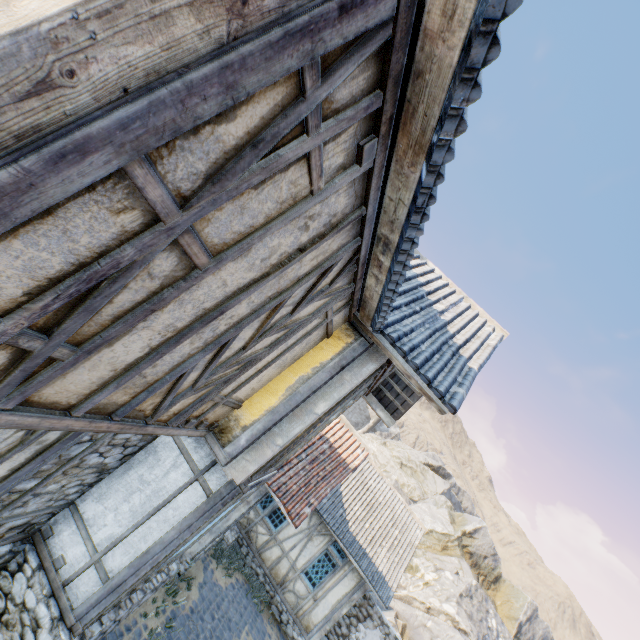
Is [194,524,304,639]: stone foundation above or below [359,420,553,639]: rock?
below

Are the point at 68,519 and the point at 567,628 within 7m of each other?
no

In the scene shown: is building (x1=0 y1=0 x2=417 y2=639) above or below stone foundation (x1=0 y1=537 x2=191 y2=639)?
above

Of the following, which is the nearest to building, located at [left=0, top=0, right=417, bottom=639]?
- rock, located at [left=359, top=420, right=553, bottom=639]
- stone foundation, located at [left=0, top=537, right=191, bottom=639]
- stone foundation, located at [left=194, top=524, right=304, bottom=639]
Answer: stone foundation, located at [left=0, top=537, right=191, bottom=639]

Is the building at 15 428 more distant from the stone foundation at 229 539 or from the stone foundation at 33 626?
the stone foundation at 229 539

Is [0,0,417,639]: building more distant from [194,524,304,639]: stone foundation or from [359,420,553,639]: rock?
[359,420,553,639]: rock
